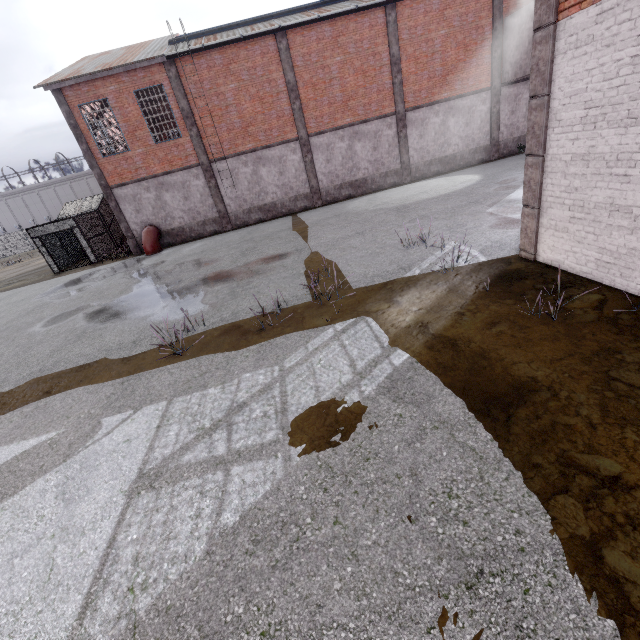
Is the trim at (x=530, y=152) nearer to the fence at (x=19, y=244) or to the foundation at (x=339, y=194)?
the fence at (x=19, y=244)

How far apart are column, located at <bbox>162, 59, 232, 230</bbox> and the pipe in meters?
3.7

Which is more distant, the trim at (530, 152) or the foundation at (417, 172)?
the foundation at (417, 172)

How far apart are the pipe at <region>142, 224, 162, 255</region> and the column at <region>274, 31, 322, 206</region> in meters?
9.7

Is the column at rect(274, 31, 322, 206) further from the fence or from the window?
the fence

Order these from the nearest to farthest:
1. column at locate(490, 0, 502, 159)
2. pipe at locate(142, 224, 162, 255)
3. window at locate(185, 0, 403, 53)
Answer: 1. window at locate(185, 0, 403, 53)
2. column at locate(490, 0, 502, 159)
3. pipe at locate(142, 224, 162, 255)

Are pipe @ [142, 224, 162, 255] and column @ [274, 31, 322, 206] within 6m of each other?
no

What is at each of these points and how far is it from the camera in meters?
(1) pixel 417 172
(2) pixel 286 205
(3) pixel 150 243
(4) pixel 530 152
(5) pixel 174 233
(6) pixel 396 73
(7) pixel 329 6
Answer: (1) foundation, 20.8
(2) foundation, 20.5
(3) pipe, 19.0
(4) trim, 6.4
(5) foundation, 20.2
(6) column, 18.2
(7) window, 17.8
